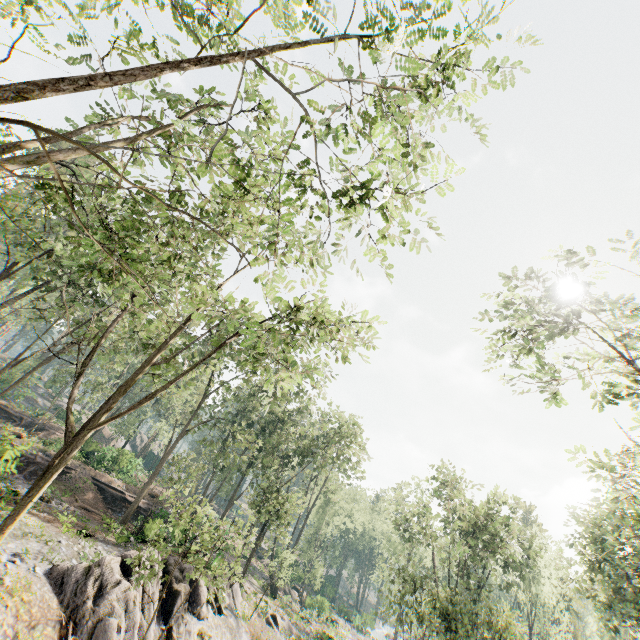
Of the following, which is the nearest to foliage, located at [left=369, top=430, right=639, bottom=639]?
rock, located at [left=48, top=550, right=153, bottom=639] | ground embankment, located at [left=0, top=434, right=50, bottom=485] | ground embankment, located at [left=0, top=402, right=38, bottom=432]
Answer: rock, located at [left=48, top=550, right=153, bottom=639]

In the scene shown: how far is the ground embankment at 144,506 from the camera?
25.8m

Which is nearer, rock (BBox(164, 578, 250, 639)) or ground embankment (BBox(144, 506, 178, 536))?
rock (BBox(164, 578, 250, 639))

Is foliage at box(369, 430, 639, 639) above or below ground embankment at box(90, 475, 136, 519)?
above

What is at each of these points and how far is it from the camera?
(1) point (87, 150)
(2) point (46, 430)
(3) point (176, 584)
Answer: (1) foliage, 4.2 meters
(2) ground embankment, 38.8 meters
(3) rock, 18.6 meters

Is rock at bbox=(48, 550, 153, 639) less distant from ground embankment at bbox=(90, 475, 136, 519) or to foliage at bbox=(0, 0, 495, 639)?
foliage at bbox=(0, 0, 495, 639)

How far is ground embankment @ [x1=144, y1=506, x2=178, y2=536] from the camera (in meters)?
22.66

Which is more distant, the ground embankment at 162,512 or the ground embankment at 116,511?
the ground embankment at 116,511
